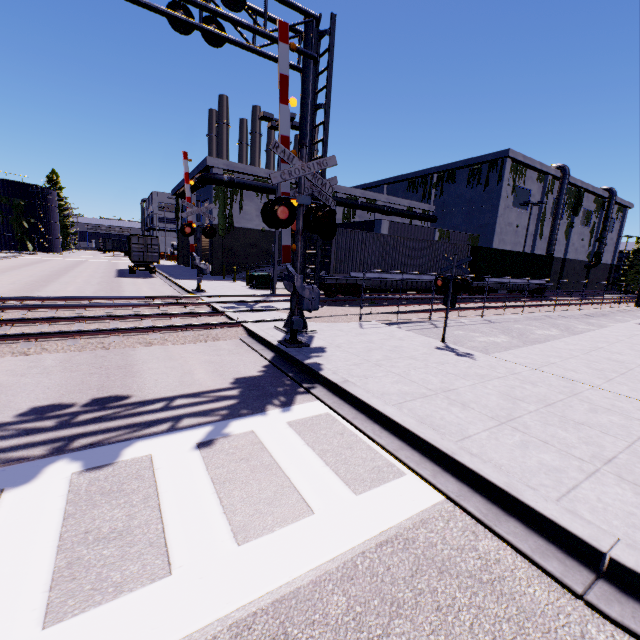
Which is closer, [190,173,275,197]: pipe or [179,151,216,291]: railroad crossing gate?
[179,151,216,291]: railroad crossing gate

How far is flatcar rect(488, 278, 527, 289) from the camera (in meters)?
26.19

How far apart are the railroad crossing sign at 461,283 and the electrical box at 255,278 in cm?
1396

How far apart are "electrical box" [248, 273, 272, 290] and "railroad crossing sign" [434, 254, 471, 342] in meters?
14.0 m

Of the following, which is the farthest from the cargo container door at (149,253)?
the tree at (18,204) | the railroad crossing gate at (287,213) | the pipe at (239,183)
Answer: the tree at (18,204)

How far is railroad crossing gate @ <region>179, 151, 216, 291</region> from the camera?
17.6m

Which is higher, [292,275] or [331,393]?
[292,275]

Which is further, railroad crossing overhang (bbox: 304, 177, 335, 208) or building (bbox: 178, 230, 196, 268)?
building (bbox: 178, 230, 196, 268)
